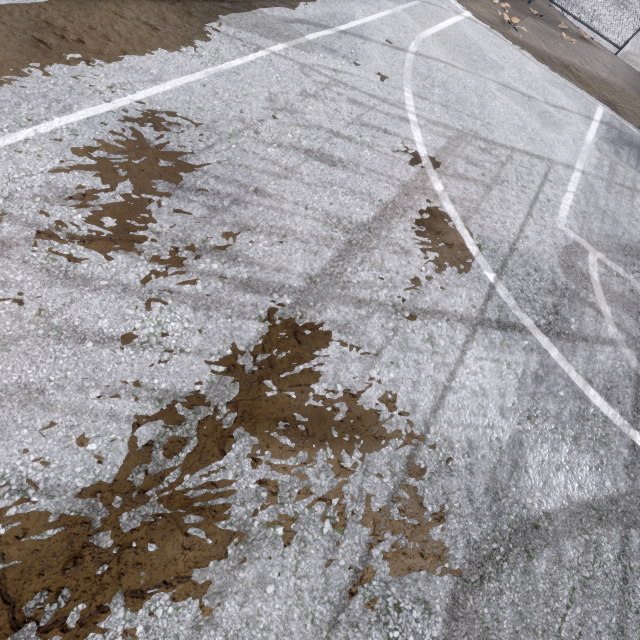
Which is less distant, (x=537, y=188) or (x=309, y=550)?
(x=309, y=550)
